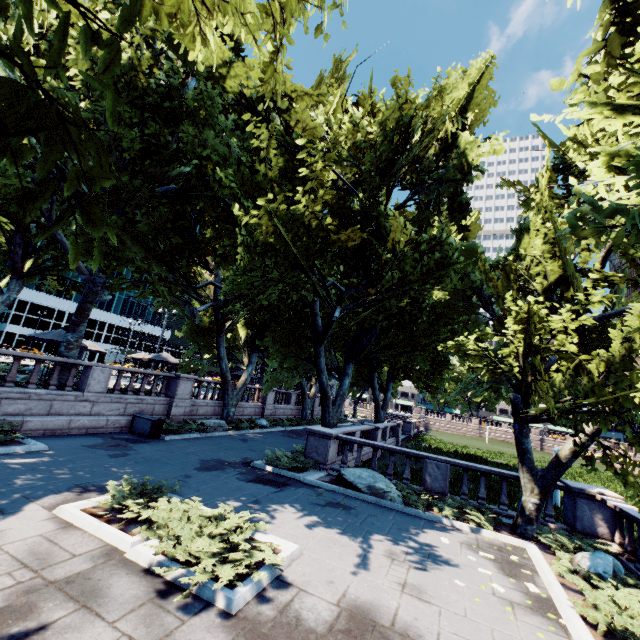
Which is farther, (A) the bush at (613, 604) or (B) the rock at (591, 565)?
(B) the rock at (591, 565)

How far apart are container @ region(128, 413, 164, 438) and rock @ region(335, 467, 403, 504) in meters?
8.9

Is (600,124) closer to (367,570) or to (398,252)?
(367,570)

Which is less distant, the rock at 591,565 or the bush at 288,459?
the rock at 591,565

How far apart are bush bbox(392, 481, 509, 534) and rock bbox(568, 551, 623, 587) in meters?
2.9

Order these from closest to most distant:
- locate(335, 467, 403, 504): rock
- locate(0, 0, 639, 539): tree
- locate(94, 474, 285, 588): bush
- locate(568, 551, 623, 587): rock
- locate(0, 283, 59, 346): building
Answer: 1. locate(0, 0, 639, 539): tree
2. locate(94, 474, 285, 588): bush
3. locate(568, 551, 623, 587): rock
4. locate(335, 467, 403, 504): rock
5. locate(0, 283, 59, 346): building

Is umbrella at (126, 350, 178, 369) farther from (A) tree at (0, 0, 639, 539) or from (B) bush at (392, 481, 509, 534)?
(B) bush at (392, 481, 509, 534)

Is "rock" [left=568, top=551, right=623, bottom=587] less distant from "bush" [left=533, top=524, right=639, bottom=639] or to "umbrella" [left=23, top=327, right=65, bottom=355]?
"bush" [left=533, top=524, right=639, bottom=639]
